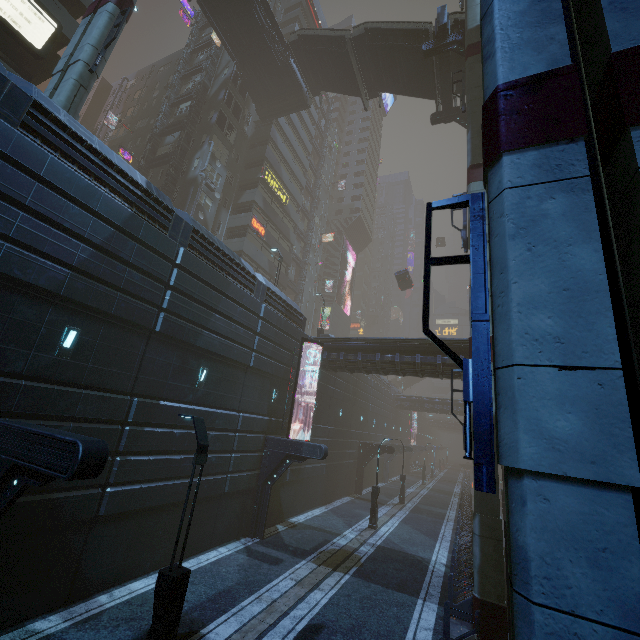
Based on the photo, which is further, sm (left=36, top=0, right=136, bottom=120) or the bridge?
the bridge

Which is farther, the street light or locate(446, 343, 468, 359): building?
locate(446, 343, 468, 359): building

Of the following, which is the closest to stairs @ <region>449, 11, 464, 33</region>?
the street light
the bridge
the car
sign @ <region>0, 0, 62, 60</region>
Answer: the bridge

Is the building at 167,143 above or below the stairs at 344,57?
below

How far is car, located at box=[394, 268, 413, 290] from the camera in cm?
3806

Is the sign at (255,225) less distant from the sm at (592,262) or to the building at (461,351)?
the building at (461,351)

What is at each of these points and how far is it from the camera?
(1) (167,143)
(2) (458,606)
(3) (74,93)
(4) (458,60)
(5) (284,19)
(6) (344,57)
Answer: (1) building, 32.4m
(2) building, 11.6m
(3) sm, 11.9m
(4) stairs, 23.4m
(5) building, 43.8m
(6) stairs, 27.3m

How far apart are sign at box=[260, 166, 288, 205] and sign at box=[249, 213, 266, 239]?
4.3m
